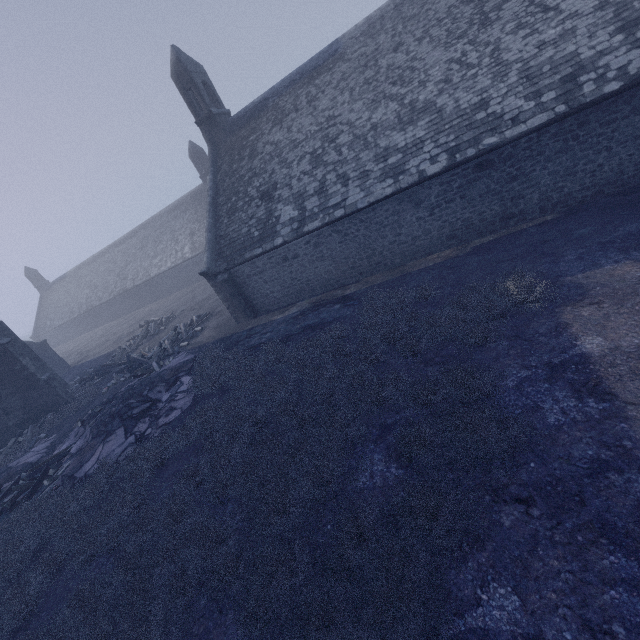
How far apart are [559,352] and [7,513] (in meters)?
16.91
